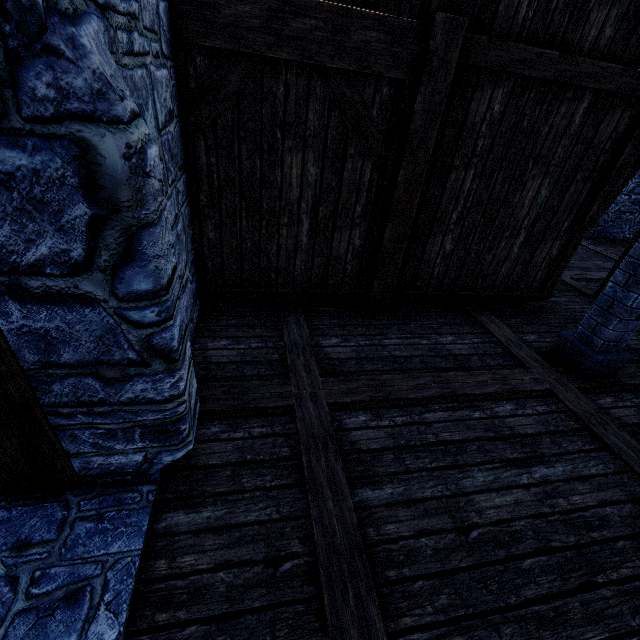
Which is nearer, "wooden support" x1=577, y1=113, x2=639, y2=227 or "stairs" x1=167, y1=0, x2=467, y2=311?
"stairs" x1=167, y1=0, x2=467, y2=311

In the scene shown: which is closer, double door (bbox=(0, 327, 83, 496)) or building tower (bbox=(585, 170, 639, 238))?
double door (bbox=(0, 327, 83, 496))

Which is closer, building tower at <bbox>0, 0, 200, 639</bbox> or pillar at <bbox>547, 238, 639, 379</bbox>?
building tower at <bbox>0, 0, 200, 639</bbox>

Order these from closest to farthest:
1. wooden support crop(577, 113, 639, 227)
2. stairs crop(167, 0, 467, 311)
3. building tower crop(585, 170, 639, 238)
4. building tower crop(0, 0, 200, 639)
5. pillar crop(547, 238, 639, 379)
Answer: building tower crop(0, 0, 200, 639) < stairs crop(167, 0, 467, 311) < pillar crop(547, 238, 639, 379) < wooden support crop(577, 113, 639, 227) < building tower crop(585, 170, 639, 238)

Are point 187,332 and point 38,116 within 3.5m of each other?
yes

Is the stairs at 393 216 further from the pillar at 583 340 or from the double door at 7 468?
the double door at 7 468

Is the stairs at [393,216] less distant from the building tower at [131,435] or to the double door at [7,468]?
the building tower at [131,435]
